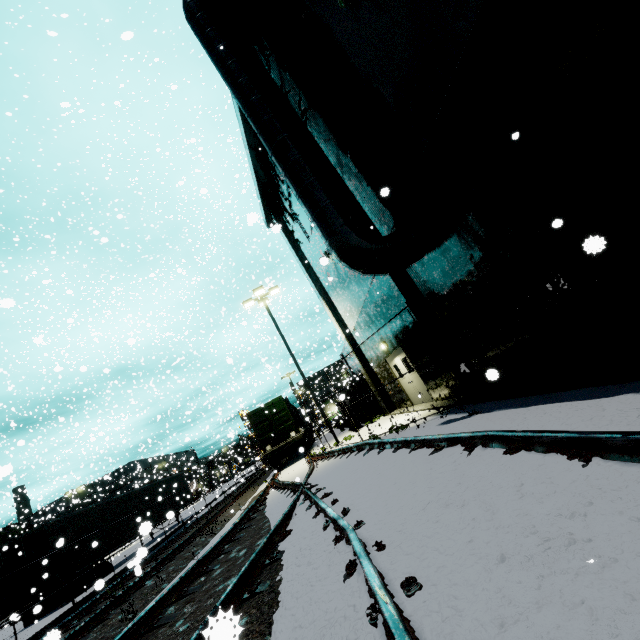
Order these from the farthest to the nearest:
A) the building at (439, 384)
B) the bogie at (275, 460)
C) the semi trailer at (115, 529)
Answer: the bogie at (275, 460)
the semi trailer at (115, 529)
the building at (439, 384)

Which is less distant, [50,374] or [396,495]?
[396,495]

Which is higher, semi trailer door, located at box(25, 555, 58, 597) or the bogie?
semi trailer door, located at box(25, 555, 58, 597)

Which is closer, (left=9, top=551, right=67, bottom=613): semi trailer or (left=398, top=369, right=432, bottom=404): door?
(left=398, top=369, right=432, bottom=404): door

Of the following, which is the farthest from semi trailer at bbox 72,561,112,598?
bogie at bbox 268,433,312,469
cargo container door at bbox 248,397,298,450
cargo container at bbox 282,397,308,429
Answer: bogie at bbox 268,433,312,469

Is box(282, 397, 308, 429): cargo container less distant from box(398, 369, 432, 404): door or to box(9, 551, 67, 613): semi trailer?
box(9, 551, 67, 613): semi trailer

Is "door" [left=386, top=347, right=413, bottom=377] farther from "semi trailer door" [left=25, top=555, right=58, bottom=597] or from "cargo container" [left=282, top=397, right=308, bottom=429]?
"semi trailer door" [left=25, top=555, right=58, bottom=597]

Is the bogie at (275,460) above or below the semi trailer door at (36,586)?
below
